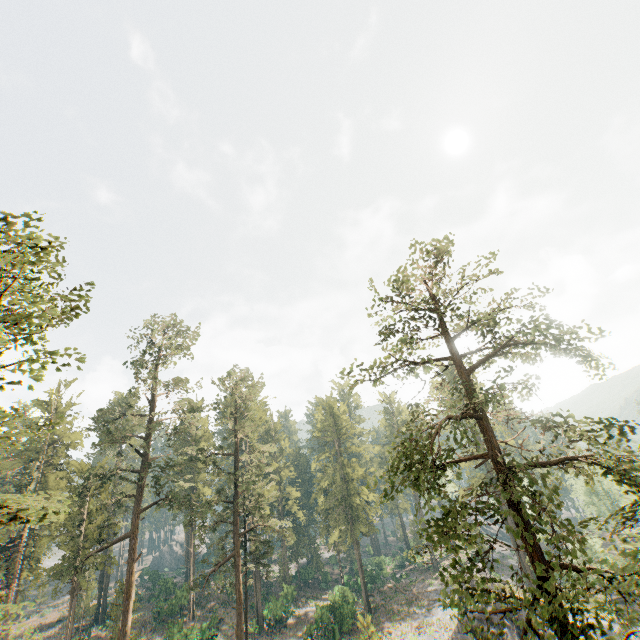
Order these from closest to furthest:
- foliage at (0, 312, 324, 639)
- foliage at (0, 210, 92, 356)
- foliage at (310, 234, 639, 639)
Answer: foliage at (310, 234, 639, 639) < foliage at (0, 210, 92, 356) < foliage at (0, 312, 324, 639)

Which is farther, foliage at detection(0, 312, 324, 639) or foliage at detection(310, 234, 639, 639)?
foliage at detection(0, 312, 324, 639)

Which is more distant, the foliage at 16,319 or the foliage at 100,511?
the foliage at 100,511

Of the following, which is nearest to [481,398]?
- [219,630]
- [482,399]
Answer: [482,399]

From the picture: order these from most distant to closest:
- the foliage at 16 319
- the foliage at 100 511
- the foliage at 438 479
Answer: the foliage at 100 511
the foliage at 16 319
the foliage at 438 479

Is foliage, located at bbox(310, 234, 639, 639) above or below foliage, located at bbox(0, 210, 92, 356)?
below
